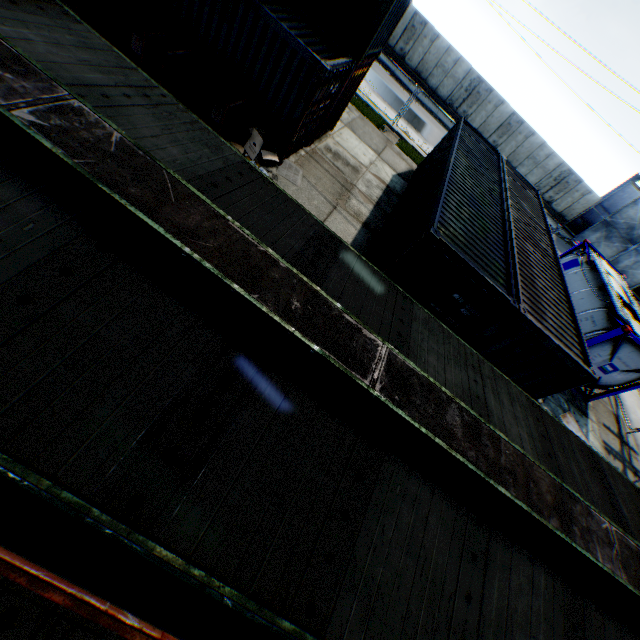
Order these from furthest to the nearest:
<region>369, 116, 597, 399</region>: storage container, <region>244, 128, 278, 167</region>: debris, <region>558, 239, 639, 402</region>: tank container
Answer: <region>558, 239, 639, 402</region>: tank container < <region>244, 128, 278, 167</region>: debris < <region>369, 116, 597, 399</region>: storage container

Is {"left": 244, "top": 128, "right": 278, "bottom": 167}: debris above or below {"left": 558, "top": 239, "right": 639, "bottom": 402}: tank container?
below

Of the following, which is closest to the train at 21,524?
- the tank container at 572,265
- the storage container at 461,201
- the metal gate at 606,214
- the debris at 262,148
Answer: the storage container at 461,201

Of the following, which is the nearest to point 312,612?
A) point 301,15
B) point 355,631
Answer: point 355,631

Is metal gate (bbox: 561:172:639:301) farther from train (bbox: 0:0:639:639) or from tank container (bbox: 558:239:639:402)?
train (bbox: 0:0:639:639)

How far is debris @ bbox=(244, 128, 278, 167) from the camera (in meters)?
9.23

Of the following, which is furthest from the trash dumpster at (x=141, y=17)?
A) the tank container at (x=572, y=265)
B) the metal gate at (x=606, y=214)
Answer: the metal gate at (x=606, y=214)

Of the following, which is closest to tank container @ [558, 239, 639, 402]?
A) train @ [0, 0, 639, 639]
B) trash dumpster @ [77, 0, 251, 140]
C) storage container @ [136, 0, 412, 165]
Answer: train @ [0, 0, 639, 639]
